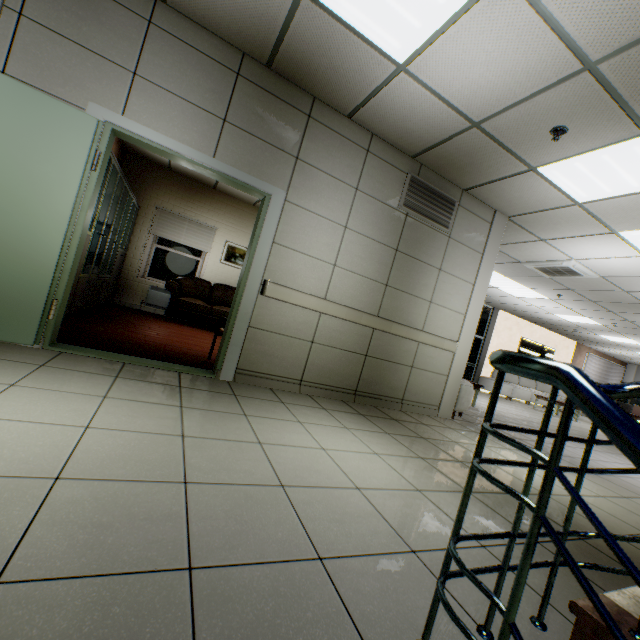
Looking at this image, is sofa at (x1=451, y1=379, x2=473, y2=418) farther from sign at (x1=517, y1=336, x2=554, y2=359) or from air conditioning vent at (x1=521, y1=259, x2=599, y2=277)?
sign at (x1=517, y1=336, x2=554, y2=359)

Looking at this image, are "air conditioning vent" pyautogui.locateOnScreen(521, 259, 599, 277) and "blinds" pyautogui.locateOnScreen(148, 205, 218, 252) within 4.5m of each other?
no

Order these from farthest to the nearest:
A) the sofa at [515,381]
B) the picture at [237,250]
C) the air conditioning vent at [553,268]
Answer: the sofa at [515,381] → the picture at [237,250] → the air conditioning vent at [553,268]

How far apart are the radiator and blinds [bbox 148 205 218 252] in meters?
1.1

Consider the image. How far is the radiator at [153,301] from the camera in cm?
745

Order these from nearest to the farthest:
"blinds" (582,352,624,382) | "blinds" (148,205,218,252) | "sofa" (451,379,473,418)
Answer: "sofa" (451,379,473,418) → "blinds" (148,205,218,252) → "blinds" (582,352,624,382)

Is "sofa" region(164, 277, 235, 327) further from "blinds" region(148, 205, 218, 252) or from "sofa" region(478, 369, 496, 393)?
"sofa" region(478, 369, 496, 393)

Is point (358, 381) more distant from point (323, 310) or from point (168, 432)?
point (168, 432)
